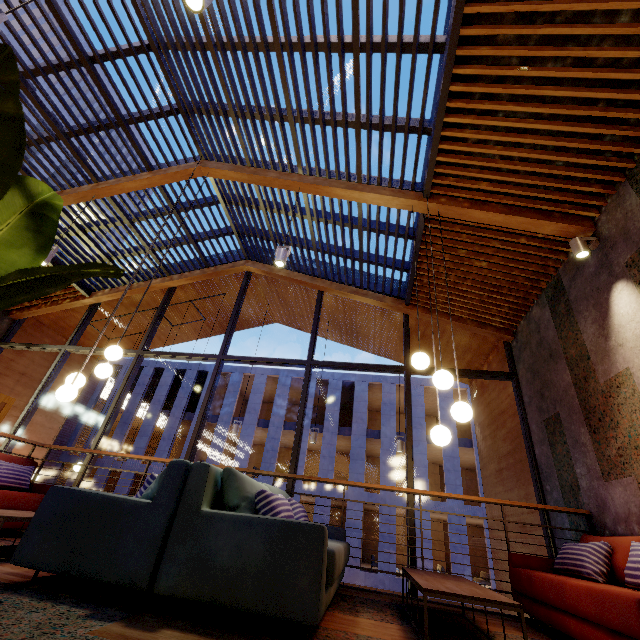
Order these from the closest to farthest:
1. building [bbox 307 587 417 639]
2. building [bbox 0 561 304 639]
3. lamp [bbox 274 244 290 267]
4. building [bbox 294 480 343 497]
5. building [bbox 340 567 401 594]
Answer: building [bbox 0 561 304 639]
building [bbox 307 587 417 639]
lamp [bbox 274 244 290 267]
building [bbox 340 567 401 594]
building [bbox 294 480 343 497]

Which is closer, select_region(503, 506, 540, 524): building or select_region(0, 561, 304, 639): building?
select_region(0, 561, 304, 639): building

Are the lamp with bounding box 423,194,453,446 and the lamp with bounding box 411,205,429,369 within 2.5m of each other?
yes

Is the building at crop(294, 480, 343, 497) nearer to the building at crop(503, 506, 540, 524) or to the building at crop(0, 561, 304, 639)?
the building at crop(503, 506, 540, 524)

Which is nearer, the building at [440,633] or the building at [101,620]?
the building at [101,620]

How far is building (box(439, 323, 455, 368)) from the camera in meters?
7.4 m

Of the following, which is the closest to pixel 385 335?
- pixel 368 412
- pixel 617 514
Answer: pixel 617 514

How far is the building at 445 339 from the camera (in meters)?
7.40
